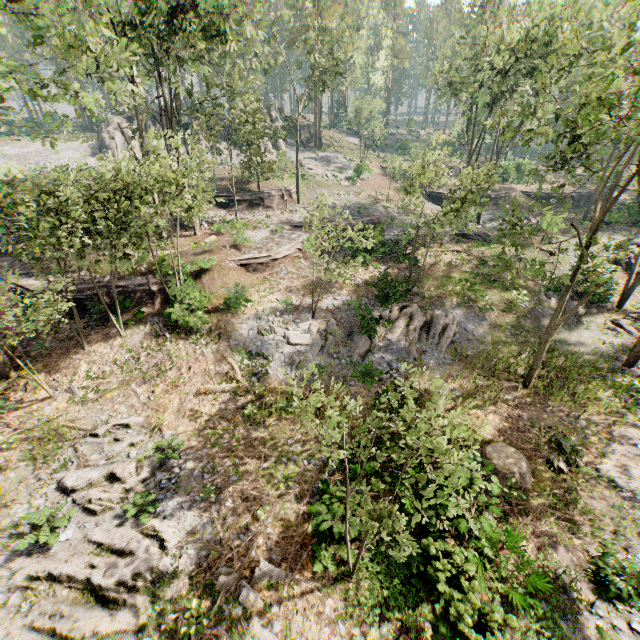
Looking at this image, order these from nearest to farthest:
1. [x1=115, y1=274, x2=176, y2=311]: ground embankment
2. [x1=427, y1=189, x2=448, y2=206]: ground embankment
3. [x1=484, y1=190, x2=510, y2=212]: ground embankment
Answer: [x1=115, y1=274, x2=176, y2=311]: ground embankment < [x1=484, y1=190, x2=510, y2=212]: ground embankment < [x1=427, y1=189, x2=448, y2=206]: ground embankment

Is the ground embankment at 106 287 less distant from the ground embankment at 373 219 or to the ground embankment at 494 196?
the ground embankment at 373 219

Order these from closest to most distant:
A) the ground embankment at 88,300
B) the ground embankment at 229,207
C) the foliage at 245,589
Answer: the foliage at 245,589, the ground embankment at 88,300, the ground embankment at 229,207

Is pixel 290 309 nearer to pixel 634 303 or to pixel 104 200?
pixel 104 200

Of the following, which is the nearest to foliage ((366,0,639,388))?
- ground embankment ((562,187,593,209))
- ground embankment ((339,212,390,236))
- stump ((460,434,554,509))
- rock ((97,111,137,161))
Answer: ground embankment ((562,187,593,209))

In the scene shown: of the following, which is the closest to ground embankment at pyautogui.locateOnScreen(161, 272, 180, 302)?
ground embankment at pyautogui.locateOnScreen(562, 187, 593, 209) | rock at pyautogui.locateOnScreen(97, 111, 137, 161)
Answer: rock at pyautogui.locateOnScreen(97, 111, 137, 161)

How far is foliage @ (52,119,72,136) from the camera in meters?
13.7 m

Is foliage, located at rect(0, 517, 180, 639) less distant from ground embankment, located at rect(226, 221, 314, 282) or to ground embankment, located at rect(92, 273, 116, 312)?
ground embankment, located at rect(92, 273, 116, 312)
